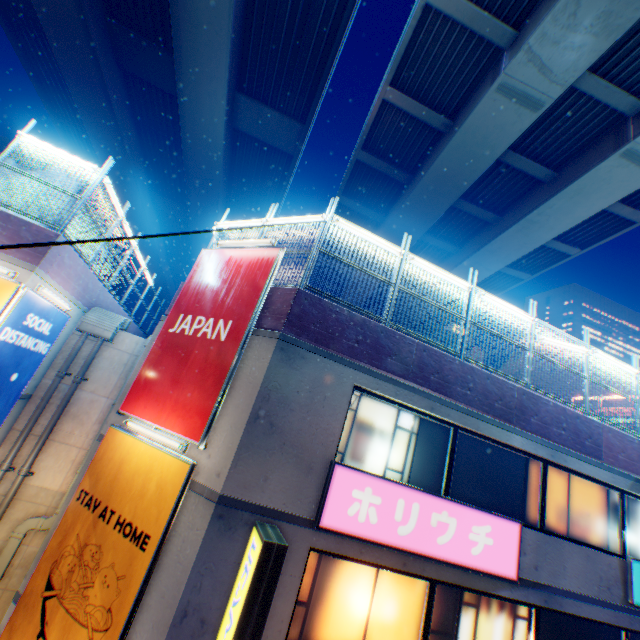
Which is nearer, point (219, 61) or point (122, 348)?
point (122, 348)

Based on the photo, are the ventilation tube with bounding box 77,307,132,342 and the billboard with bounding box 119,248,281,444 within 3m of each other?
no

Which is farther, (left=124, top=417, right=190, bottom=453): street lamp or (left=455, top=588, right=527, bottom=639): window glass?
(left=455, top=588, right=527, bottom=639): window glass

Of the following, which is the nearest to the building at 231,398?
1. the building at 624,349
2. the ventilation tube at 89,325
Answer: the ventilation tube at 89,325

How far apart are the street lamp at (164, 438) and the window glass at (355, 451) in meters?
2.6

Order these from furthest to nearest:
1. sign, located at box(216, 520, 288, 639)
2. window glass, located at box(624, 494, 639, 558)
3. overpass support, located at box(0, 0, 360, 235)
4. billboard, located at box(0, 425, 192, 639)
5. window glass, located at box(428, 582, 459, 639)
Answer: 1. overpass support, located at box(0, 0, 360, 235)
2. window glass, located at box(624, 494, 639, 558)
3. window glass, located at box(428, 582, 459, 639)
4. billboard, located at box(0, 425, 192, 639)
5. sign, located at box(216, 520, 288, 639)

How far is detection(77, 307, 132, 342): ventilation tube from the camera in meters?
10.3

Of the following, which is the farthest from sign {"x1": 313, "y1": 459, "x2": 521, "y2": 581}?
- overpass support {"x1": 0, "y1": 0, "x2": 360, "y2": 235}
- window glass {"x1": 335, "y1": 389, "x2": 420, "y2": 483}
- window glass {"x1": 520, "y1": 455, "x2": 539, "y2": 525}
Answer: overpass support {"x1": 0, "y1": 0, "x2": 360, "y2": 235}
